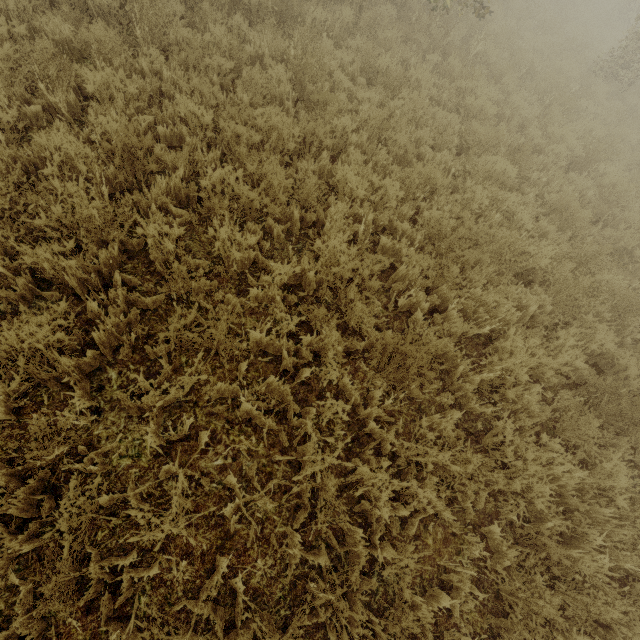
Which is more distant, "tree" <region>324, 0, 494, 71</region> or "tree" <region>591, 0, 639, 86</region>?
"tree" <region>591, 0, 639, 86</region>

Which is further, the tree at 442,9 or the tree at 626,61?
the tree at 626,61

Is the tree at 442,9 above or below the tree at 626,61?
below

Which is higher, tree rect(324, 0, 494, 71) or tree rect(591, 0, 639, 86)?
tree rect(591, 0, 639, 86)

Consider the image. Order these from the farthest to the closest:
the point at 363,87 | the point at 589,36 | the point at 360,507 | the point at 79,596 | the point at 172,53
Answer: the point at 589,36
the point at 363,87
the point at 172,53
the point at 360,507
the point at 79,596
